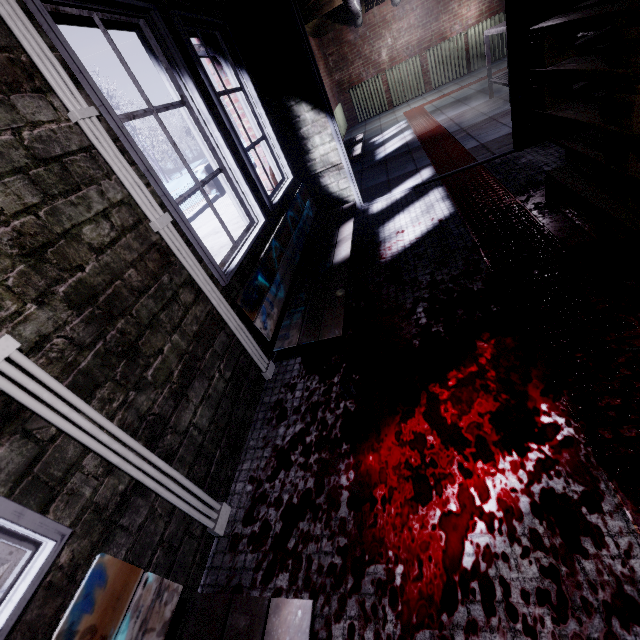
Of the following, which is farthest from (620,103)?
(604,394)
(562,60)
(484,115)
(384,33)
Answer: (384,33)

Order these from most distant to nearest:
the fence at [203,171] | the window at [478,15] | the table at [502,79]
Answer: the fence at [203,171] → the window at [478,15] → the table at [502,79]

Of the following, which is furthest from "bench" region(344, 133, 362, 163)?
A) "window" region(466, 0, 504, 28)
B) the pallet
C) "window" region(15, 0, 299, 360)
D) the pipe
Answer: "window" region(466, 0, 504, 28)

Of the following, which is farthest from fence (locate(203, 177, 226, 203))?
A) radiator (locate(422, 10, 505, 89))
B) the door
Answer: radiator (locate(422, 10, 505, 89))

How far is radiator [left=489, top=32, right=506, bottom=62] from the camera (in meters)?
7.14

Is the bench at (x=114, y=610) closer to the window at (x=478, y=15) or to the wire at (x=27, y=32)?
the wire at (x=27, y=32)

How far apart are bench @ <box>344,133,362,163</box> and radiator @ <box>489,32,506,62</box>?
3.6m

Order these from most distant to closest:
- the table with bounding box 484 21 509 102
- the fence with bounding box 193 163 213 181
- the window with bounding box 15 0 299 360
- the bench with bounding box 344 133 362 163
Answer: the fence with bounding box 193 163 213 181 → the bench with bounding box 344 133 362 163 → the table with bounding box 484 21 509 102 → the window with bounding box 15 0 299 360
